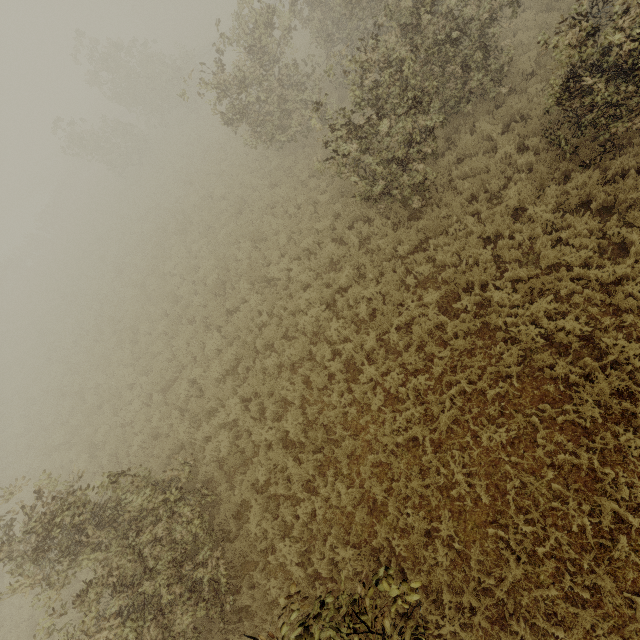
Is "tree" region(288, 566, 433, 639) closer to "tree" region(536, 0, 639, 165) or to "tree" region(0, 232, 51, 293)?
"tree" region(536, 0, 639, 165)

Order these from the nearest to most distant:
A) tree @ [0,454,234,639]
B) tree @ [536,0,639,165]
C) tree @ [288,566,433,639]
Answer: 1. tree @ [288,566,433,639]
2. tree @ [536,0,639,165]
3. tree @ [0,454,234,639]

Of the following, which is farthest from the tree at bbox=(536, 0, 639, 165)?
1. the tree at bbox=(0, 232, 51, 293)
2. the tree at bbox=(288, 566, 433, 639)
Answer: the tree at bbox=(0, 232, 51, 293)

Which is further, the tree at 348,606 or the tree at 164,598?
the tree at 164,598

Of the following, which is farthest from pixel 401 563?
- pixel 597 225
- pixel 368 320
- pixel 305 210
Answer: pixel 305 210
